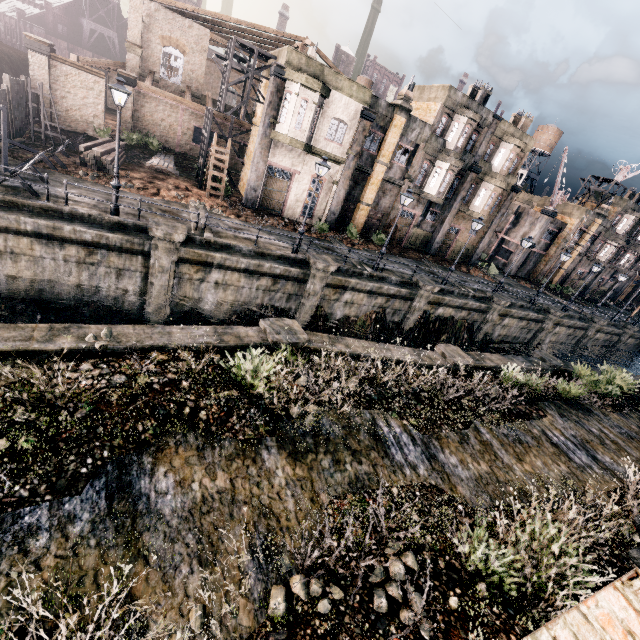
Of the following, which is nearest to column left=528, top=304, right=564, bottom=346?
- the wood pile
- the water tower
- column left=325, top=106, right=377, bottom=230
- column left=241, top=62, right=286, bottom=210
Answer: column left=325, top=106, right=377, bottom=230

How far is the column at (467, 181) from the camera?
30.41m

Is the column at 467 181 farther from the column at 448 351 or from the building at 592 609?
the building at 592 609

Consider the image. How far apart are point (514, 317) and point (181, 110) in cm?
3722

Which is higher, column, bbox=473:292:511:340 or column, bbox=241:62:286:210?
column, bbox=241:62:286:210

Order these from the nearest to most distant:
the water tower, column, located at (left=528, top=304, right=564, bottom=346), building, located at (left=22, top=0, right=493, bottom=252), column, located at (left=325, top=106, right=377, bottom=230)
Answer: building, located at (left=22, top=0, right=493, bottom=252), column, located at (left=325, top=106, right=377, bottom=230), column, located at (left=528, top=304, right=564, bottom=346), the water tower

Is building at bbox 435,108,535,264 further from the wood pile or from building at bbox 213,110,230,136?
the wood pile

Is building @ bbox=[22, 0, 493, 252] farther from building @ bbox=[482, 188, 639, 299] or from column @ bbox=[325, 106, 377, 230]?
building @ bbox=[482, 188, 639, 299]
